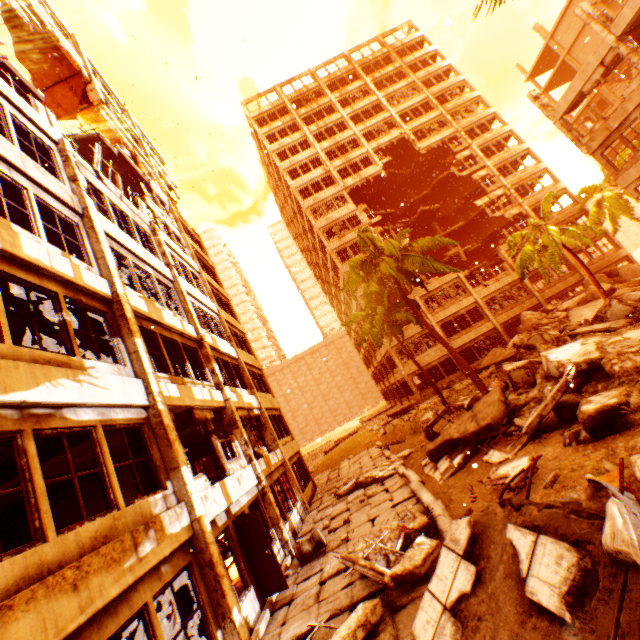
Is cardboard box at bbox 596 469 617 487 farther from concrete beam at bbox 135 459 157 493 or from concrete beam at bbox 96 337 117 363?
concrete beam at bbox 96 337 117 363

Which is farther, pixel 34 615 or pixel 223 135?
pixel 223 135

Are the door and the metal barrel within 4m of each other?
yes

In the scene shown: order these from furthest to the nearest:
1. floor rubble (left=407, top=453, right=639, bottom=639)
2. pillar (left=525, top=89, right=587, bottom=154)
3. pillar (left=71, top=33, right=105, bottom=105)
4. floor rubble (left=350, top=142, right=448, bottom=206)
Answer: floor rubble (left=350, top=142, right=448, bottom=206), pillar (left=525, top=89, right=587, bottom=154), pillar (left=71, top=33, right=105, bottom=105), floor rubble (left=407, top=453, right=639, bottom=639)

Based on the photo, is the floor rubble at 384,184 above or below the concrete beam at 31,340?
above

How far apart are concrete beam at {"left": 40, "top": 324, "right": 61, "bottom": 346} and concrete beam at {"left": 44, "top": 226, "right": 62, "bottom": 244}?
2.7 meters

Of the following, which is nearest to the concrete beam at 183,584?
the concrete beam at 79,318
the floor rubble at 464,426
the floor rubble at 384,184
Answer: the floor rubble at 464,426

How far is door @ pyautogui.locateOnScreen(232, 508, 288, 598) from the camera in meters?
8.2 m
